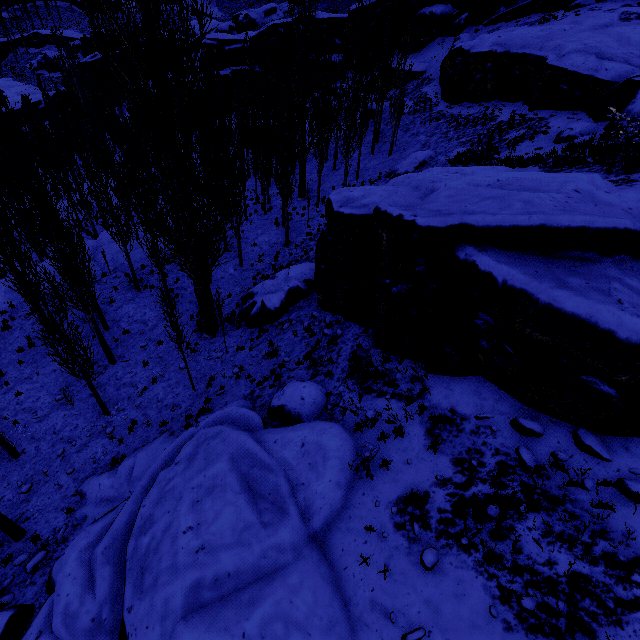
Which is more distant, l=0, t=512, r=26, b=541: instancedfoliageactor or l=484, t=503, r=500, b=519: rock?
l=0, t=512, r=26, b=541: instancedfoliageactor

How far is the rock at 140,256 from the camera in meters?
21.1 m

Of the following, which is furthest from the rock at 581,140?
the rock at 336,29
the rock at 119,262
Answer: the rock at 119,262

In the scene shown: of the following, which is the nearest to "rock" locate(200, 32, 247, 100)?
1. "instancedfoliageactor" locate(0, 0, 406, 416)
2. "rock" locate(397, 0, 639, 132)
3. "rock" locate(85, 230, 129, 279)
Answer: "instancedfoliageactor" locate(0, 0, 406, 416)

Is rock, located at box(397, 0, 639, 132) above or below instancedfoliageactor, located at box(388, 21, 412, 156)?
above

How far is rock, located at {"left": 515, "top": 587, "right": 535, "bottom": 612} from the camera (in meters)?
4.79

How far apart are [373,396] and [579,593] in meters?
5.3 m

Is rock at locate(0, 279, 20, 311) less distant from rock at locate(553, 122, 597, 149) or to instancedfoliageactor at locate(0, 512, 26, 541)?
instancedfoliageactor at locate(0, 512, 26, 541)
